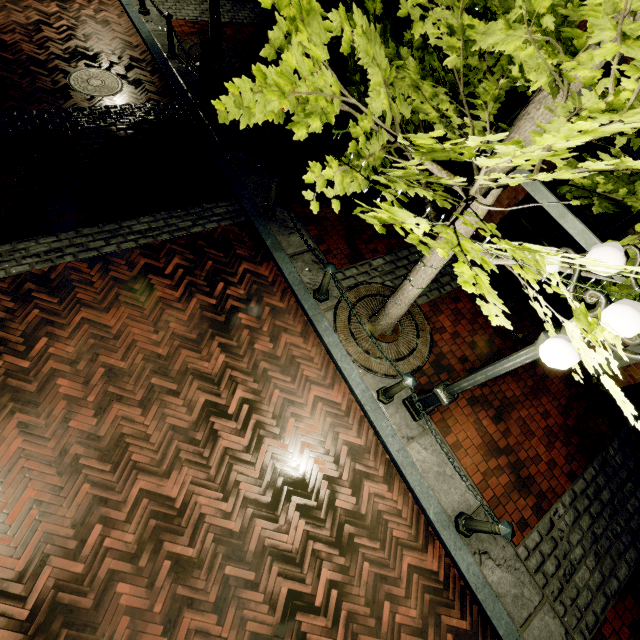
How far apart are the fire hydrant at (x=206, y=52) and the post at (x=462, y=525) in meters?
9.7 m

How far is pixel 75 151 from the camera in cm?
595

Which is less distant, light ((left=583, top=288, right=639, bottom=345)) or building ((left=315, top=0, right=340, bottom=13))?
light ((left=583, top=288, right=639, bottom=345))

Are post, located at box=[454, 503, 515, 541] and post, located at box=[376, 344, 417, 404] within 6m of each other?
yes

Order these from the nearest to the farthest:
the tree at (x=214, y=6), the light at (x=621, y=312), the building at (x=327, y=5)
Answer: the light at (x=621, y=312)
the tree at (x=214, y=6)
the building at (x=327, y=5)

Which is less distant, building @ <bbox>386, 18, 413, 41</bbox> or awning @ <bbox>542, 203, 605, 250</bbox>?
awning @ <bbox>542, 203, 605, 250</bbox>

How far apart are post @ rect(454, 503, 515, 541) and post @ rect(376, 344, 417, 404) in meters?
1.7
